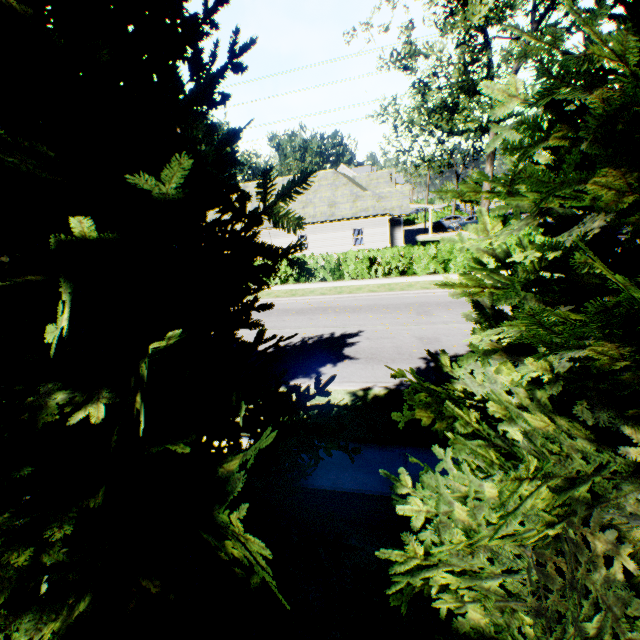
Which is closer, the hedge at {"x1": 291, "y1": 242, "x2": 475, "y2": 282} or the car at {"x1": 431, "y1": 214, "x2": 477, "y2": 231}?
the hedge at {"x1": 291, "y1": 242, "x2": 475, "y2": 282}

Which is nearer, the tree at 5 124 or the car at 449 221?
the tree at 5 124

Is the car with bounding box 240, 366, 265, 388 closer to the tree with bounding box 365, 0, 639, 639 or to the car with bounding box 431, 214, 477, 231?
the tree with bounding box 365, 0, 639, 639

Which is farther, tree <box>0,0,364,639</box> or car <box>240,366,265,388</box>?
car <box>240,366,265,388</box>

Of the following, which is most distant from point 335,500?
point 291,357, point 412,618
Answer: point 291,357

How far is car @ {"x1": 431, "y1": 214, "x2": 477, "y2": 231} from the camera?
36.78m

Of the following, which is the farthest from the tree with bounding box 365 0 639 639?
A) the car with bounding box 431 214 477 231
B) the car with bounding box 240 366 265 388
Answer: the car with bounding box 431 214 477 231

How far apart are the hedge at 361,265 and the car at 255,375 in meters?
10.8
